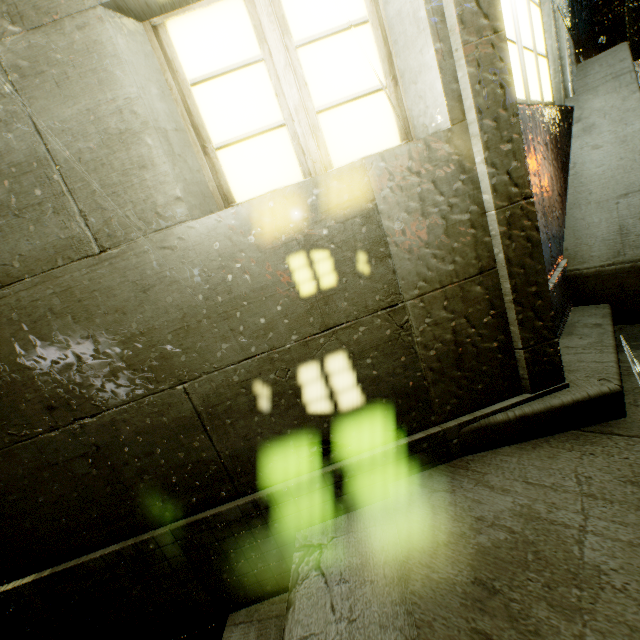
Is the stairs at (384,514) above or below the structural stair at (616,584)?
below

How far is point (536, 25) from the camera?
2.85m

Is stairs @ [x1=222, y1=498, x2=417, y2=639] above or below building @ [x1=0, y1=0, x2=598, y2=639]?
below

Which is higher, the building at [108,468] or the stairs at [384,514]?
the building at [108,468]

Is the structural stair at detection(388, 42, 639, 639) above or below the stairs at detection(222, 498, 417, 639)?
above
